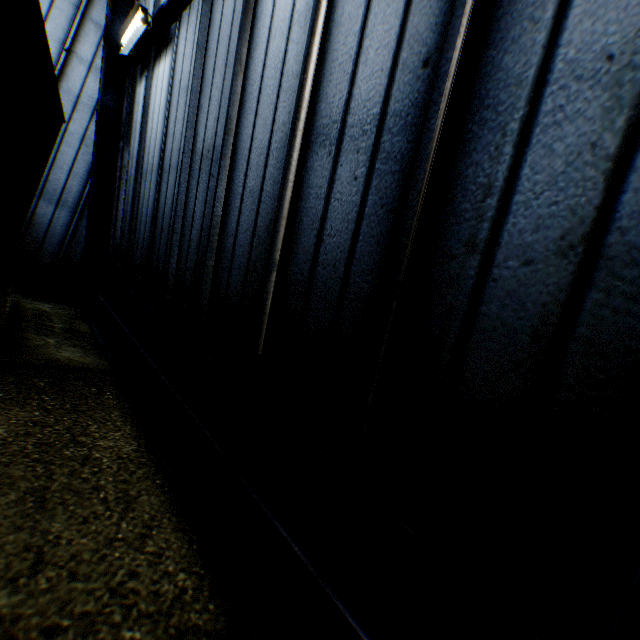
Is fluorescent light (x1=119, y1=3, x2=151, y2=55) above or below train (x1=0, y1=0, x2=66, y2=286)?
above

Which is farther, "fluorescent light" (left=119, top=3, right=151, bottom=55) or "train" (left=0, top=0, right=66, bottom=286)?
"fluorescent light" (left=119, top=3, right=151, bottom=55)

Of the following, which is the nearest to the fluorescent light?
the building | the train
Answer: the building

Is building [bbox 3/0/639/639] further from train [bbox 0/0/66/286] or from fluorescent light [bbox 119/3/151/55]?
train [bbox 0/0/66/286]

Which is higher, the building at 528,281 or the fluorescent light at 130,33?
the fluorescent light at 130,33

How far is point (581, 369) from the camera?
1.4 meters

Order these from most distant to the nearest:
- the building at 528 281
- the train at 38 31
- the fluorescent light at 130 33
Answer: the fluorescent light at 130 33, the train at 38 31, the building at 528 281
